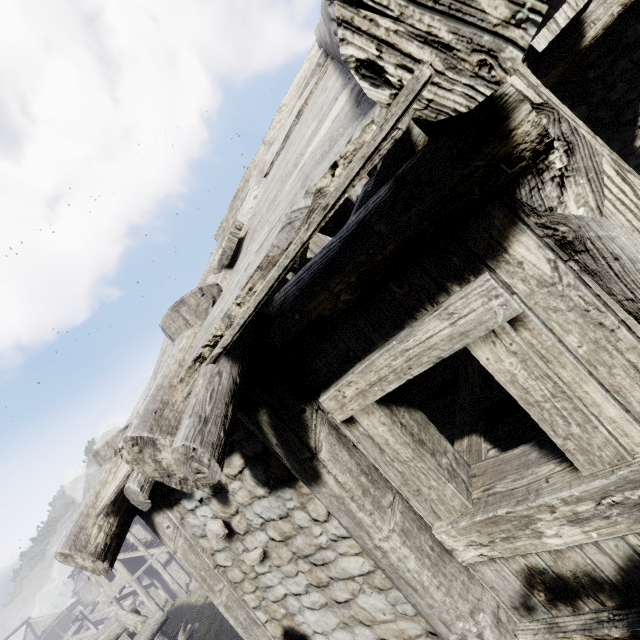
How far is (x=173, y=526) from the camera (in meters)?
3.61
